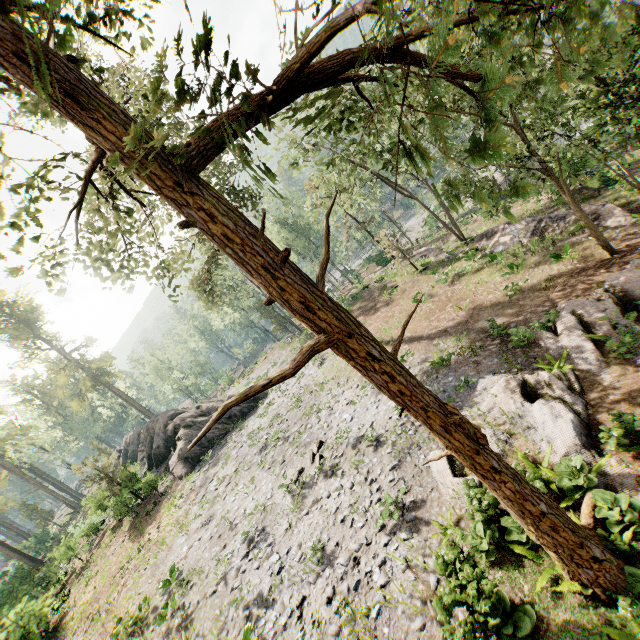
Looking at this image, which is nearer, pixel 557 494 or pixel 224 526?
pixel 557 494

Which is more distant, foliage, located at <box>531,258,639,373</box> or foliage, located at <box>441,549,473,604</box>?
foliage, located at <box>531,258,639,373</box>

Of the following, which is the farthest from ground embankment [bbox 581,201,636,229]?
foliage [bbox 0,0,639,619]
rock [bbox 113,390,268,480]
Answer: rock [bbox 113,390,268,480]

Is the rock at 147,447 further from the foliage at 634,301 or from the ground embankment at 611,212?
the ground embankment at 611,212

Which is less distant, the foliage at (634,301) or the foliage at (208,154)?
the foliage at (208,154)
